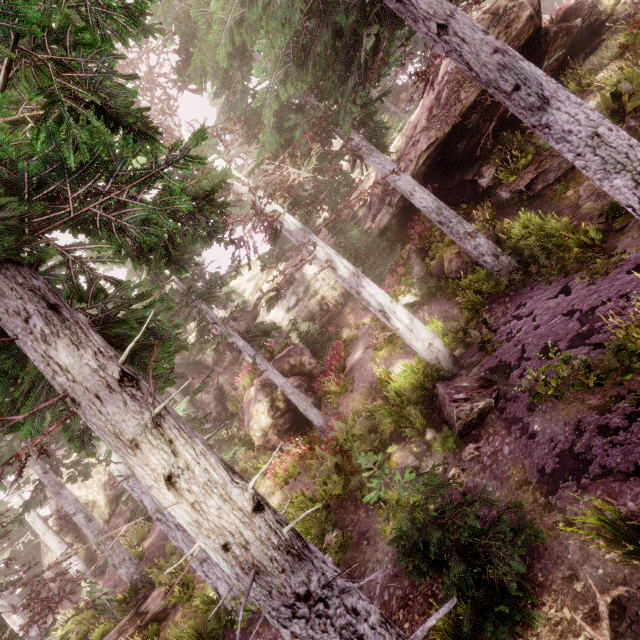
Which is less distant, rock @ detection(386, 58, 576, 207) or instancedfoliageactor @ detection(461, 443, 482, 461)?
instancedfoliageactor @ detection(461, 443, 482, 461)

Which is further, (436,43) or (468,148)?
(468,148)

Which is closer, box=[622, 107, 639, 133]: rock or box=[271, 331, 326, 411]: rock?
box=[622, 107, 639, 133]: rock

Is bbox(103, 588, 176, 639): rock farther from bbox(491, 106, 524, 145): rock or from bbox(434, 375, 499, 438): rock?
bbox(434, 375, 499, 438): rock

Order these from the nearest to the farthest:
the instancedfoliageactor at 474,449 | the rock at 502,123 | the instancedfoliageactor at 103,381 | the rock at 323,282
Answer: the instancedfoliageactor at 103,381 → the instancedfoliageactor at 474,449 → the rock at 502,123 → the rock at 323,282

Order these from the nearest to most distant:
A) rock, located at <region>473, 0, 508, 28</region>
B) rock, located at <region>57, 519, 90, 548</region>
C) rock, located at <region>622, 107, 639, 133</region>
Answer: rock, located at <region>622, 107, 639, 133</region>
rock, located at <region>473, 0, 508, 28</region>
rock, located at <region>57, 519, 90, 548</region>

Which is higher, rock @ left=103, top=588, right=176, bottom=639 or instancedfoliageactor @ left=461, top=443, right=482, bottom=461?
rock @ left=103, top=588, right=176, bottom=639

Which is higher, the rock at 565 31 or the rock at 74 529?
the rock at 74 529
